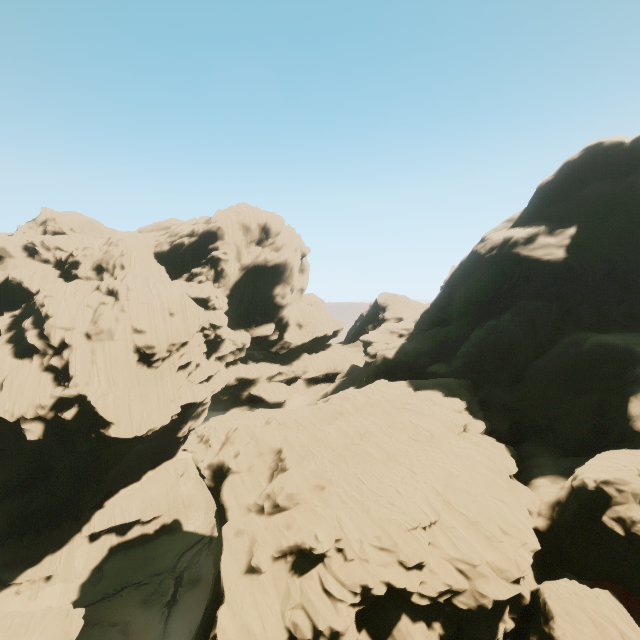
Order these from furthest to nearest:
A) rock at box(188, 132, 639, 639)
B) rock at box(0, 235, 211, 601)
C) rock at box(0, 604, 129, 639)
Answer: rock at box(0, 235, 211, 601)
rock at box(0, 604, 129, 639)
rock at box(188, 132, 639, 639)

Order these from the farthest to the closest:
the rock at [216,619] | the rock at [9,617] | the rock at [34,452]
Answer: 1. the rock at [34,452]
2. the rock at [9,617]
3. the rock at [216,619]

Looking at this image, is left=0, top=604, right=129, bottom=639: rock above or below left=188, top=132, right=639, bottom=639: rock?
below

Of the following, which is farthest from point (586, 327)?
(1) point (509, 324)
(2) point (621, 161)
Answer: (2) point (621, 161)

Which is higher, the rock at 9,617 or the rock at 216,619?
the rock at 216,619

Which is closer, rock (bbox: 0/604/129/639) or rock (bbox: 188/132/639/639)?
rock (bbox: 188/132/639/639)
